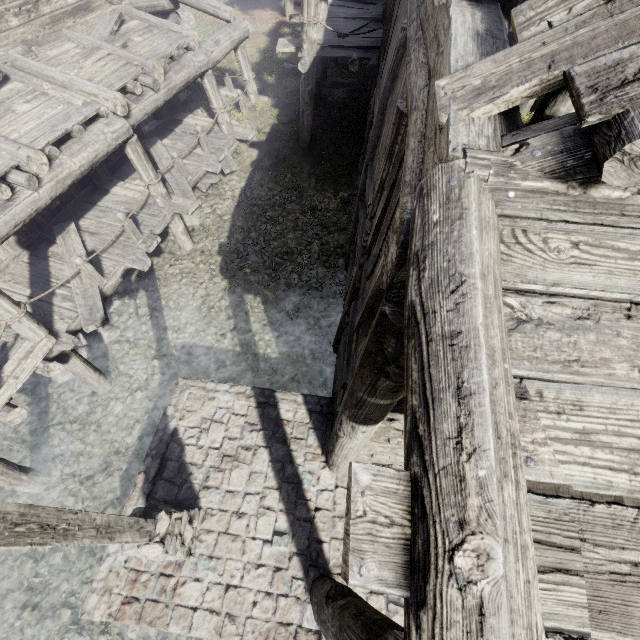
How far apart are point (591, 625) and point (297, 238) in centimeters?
1016cm

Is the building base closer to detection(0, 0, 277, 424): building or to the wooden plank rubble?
detection(0, 0, 277, 424): building

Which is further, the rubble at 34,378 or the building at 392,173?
the rubble at 34,378

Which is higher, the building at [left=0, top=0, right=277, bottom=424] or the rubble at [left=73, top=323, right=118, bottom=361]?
the building at [left=0, top=0, right=277, bottom=424]

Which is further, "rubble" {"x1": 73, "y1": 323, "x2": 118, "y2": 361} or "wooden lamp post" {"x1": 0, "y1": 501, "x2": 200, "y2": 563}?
"rubble" {"x1": 73, "y1": 323, "x2": 118, "y2": 361}

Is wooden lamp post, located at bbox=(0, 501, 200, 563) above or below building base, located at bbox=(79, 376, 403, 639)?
Result: above

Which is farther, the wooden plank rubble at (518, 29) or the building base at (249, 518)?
the building base at (249, 518)

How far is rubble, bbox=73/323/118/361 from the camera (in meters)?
8.70
